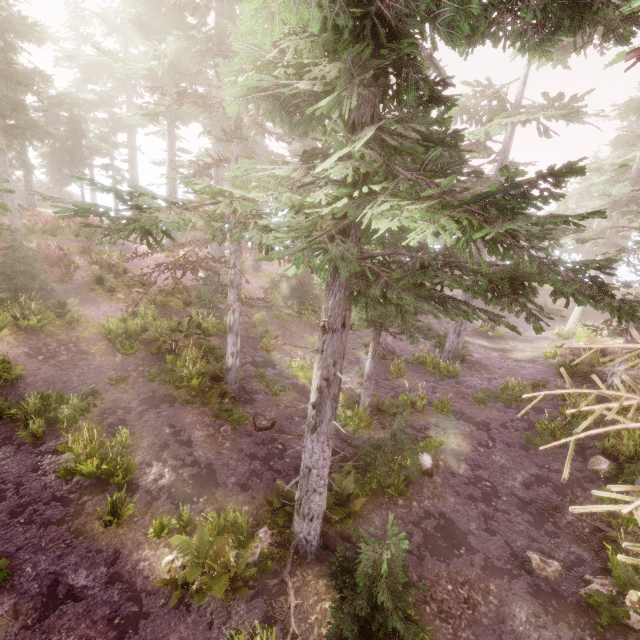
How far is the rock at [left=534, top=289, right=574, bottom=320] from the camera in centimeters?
2962cm

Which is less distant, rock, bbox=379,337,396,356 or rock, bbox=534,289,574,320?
rock, bbox=379,337,396,356

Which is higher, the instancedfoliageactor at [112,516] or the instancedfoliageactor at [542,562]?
the instancedfoliageactor at [112,516]

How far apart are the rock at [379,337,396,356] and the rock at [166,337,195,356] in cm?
871

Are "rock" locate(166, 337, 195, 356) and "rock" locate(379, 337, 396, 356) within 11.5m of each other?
yes

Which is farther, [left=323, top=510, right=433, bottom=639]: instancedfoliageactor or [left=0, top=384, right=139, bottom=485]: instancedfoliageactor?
[left=0, top=384, right=139, bottom=485]: instancedfoliageactor

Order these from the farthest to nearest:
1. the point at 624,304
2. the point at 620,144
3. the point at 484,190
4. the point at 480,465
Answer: the point at 620,144
the point at 484,190
the point at 480,465
the point at 624,304

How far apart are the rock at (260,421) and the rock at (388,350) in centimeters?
799cm
